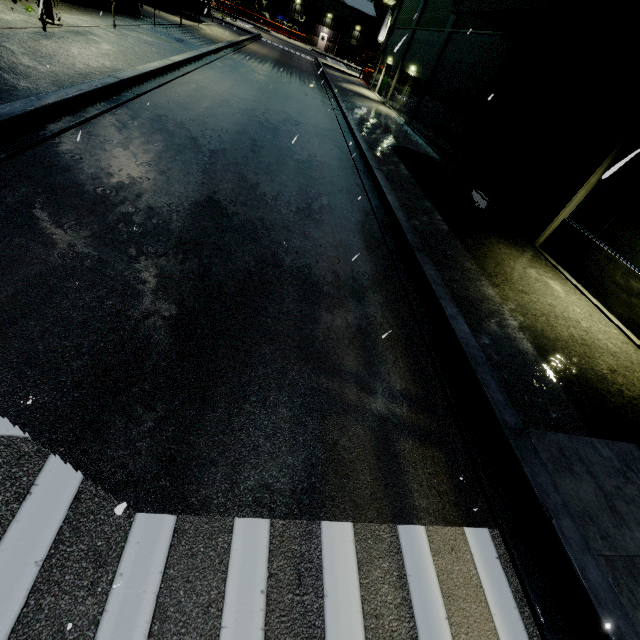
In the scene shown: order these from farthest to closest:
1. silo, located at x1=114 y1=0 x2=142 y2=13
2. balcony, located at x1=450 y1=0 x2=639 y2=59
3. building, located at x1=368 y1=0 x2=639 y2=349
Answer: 1. silo, located at x1=114 y1=0 x2=142 y2=13
2. building, located at x1=368 y1=0 x2=639 y2=349
3. balcony, located at x1=450 y1=0 x2=639 y2=59

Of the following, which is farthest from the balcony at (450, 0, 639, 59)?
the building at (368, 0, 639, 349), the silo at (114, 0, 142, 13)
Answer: the silo at (114, 0, 142, 13)

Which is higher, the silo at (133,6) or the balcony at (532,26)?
the balcony at (532,26)

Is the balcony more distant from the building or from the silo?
the silo

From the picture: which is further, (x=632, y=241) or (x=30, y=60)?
(x=30, y=60)

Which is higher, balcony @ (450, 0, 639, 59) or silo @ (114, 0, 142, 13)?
balcony @ (450, 0, 639, 59)

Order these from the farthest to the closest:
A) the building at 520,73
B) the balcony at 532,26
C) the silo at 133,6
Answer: the silo at 133,6
the building at 520,73
the balcony at 532,26
